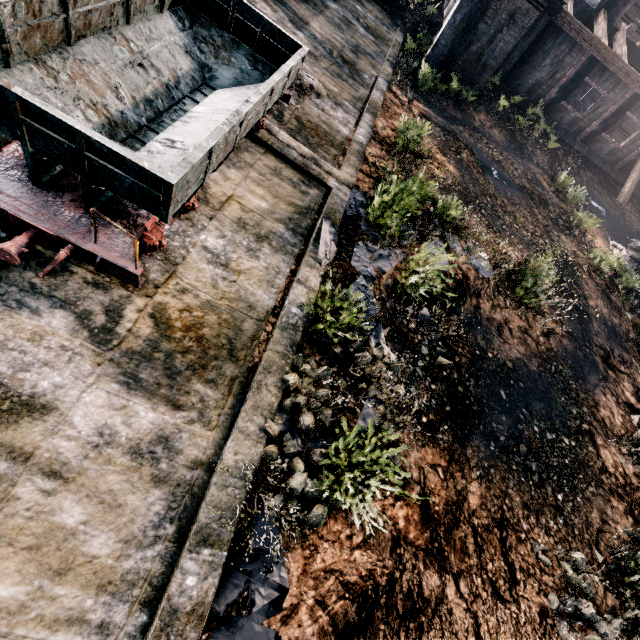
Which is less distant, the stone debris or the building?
the stone debris

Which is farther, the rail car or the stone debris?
the stone debris

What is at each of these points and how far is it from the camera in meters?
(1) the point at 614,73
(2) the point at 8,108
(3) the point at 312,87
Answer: (1) building, 23.0 m
(2) rail car, 3.7 m
(3) stone debris, 11.8 m

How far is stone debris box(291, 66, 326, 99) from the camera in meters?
11.5 m

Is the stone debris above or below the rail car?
below

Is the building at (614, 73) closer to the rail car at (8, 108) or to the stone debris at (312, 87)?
the stone debris at (312, 87)

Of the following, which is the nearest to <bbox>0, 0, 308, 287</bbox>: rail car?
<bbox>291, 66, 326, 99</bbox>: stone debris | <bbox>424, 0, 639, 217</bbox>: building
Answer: <bbox>291, 66, 326, 99</bbox>: stone debris

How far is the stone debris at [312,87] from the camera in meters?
11.5 m
